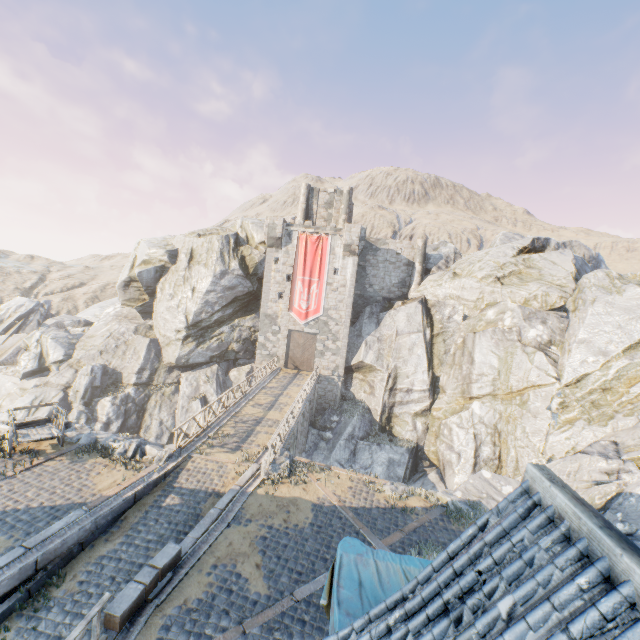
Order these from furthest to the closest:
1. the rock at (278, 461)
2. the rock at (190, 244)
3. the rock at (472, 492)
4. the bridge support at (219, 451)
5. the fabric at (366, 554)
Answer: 1. the rock at (190, 244)
2. the rock at (472, 492)
3. the bridge support at (219, 451)
4. the rock at (278, 461)
5. the fabric at (366, 554)

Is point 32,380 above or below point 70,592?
below

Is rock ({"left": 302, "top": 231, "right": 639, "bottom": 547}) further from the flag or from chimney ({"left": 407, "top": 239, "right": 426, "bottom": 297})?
the flag

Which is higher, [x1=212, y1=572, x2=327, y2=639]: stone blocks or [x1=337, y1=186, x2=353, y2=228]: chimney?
[x1=337, y1=186, x2=353, y2=228]: chimney

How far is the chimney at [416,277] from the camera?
32.4 meters

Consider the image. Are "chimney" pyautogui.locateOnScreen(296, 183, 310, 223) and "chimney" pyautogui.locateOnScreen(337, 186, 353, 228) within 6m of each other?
yes

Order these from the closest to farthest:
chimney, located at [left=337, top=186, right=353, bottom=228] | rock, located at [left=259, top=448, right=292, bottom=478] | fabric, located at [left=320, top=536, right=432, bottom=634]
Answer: fabric, located at [left=320, top=536, right=432, bottom=634], rock, located at [left=259, top=448, right=292, bottom=478], chimney, located at [left=337, top=186, right=353, bottom=228]

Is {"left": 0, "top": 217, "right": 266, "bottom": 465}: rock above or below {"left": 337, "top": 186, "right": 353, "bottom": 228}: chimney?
below
